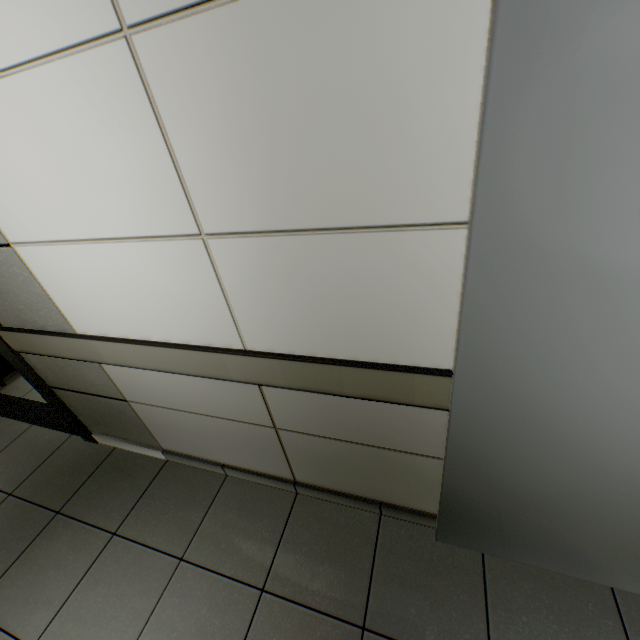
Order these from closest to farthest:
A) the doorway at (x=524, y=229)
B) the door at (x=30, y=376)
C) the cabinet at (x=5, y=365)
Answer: the doorway at (x=524, y=229) → the door at (x=30, y=376) → the cabinet at (x=5, y=365)

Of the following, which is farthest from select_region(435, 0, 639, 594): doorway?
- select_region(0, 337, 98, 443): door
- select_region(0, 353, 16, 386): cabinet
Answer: select_region(0, 353, 16, 386): cabinet

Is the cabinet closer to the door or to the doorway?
the door

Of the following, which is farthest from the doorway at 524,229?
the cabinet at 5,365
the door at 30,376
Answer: the cabinet at 5,365

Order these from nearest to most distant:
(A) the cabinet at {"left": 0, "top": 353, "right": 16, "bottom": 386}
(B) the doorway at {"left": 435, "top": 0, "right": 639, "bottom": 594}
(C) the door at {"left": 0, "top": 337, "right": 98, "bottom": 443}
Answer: (B) the doorway at {"left": 435, "top": 0, "right": 639, "bottom": 594} < (C) the door at {"left": 0, "top": 337, "right": 98, "bottom": 443} < (A) the cabinet at {"left": 0, "top": 353, "right": 16, "bottom": 386}

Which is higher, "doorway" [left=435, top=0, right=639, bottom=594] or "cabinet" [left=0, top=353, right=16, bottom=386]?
"doorway" [left=435, top=0, right=639, bottom=594]

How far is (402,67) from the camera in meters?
0.6 m
